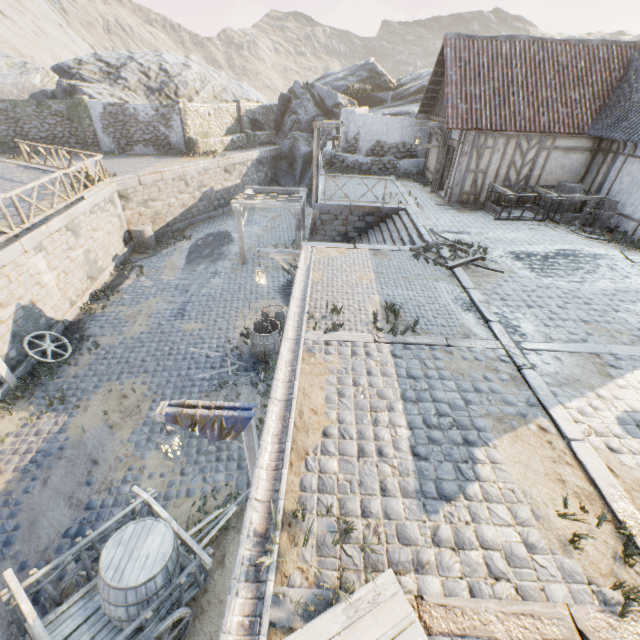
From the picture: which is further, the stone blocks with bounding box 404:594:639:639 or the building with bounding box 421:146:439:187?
the building with bounding box 421:146:439:187

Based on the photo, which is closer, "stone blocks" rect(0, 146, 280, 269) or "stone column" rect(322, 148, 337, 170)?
"stone blocks" rect(0, 146, 280, 269)

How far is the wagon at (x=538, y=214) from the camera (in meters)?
12.08

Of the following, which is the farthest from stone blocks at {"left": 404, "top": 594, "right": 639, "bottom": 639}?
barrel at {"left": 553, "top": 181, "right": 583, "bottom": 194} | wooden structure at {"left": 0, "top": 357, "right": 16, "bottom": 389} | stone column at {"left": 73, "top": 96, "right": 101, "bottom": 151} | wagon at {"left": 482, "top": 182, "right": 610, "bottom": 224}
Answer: barrel at {"left": 553, "top": 181, "right": 583, "bottom": 194}

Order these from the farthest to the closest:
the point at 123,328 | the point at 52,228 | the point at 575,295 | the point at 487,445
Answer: the point at 123,328, the point at 52,228, the point at 575,295, the point at 487,445

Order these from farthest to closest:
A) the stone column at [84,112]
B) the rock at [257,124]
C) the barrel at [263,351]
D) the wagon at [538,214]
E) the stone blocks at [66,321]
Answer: the rock at [257,124] → the stone column at [84,112] → the wagon at [538,214] → the stone blocks at [66,321] → the barrel at [263,351]

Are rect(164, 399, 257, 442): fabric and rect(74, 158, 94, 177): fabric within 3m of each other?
no

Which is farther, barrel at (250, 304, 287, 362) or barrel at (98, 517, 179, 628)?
barrel at (250, 304, 287, 362)
